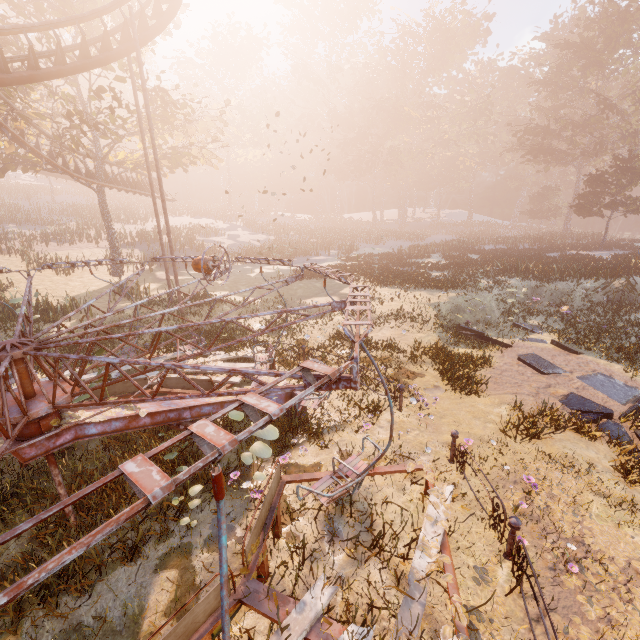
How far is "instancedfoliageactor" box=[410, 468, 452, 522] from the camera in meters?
4.8 m

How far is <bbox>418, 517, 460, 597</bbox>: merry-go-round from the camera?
3.86m

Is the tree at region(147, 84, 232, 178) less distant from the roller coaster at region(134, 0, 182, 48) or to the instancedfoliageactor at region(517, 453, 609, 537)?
the roller coaster at region(134, 0, 182, 48)

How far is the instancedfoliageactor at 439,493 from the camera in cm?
479

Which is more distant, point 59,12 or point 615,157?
point 615,157

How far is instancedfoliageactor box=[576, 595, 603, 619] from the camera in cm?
406

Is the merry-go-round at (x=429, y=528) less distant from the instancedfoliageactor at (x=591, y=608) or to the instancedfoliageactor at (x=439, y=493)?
the instancedfoliageactor at (x=439, y=493)

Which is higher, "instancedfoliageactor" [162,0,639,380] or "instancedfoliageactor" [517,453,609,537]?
"instancedfoliageactor" [162,0,639,380]
